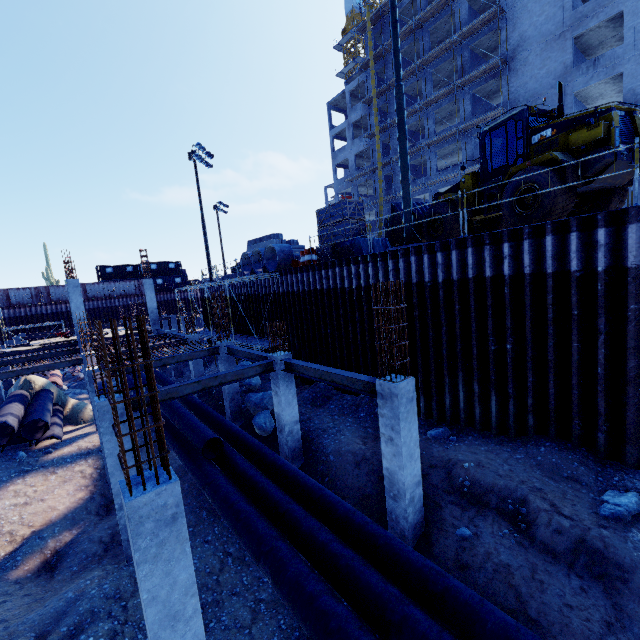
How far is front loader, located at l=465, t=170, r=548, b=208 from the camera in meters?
9.6 m

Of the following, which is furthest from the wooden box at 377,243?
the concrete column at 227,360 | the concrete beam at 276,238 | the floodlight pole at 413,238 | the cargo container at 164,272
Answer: the cargo container at 164,272

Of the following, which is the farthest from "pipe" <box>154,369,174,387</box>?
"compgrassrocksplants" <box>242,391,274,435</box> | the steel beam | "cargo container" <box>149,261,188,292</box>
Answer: "cargo container" <box>149,261,188,292</box>

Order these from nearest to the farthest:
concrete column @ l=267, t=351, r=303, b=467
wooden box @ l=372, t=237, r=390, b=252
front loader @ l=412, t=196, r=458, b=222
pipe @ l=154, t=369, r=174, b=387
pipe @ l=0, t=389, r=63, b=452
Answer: concrete column @ l=267, t=351, r=303, b=467 < front loader @ l=412, t=196, r=458, b=222 < pipe @ l=0, t=389, r=63, b=452 < wooden box @ l=372, t=237, r=390, b=252 < pipe @ l=154, t=369, r=174, b=387

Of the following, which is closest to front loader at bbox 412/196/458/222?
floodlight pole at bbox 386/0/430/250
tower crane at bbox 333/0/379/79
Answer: floodlight pole at bbox 386/0/430/250

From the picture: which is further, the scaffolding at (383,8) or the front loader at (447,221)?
the scaffolding at (383,8)

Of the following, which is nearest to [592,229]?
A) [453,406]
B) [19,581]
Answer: [453,406]
